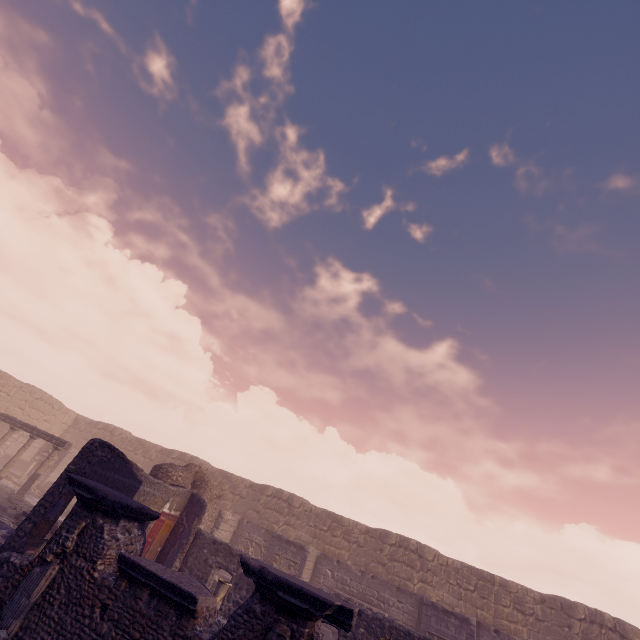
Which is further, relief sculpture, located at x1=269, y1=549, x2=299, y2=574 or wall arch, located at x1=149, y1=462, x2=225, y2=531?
relief sculpture, located at x1=269, y1=549, x2=299, y2=574

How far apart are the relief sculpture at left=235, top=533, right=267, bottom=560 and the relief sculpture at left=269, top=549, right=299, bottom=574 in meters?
A: 1.8 m

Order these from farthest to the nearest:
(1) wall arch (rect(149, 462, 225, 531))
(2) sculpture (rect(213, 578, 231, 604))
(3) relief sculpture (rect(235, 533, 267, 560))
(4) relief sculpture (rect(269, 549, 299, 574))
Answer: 1. (3) relief sculpture (rect(235, 533, 267, 560))
2. (4) relief sculpture (rect(269, 549, 299, 574))
3. (1) wall arch (rect(149, 462, 225, 531))
4. (2) sculpture (rect(213, 578, 231, 604))

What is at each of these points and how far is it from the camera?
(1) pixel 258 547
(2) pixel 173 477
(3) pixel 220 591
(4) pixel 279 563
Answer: (1) relief sculpture, 16.4m
(2) wall arch, 13.1m
(3) sculpture, 8.1m
(4) relief sculpture, 14.4m

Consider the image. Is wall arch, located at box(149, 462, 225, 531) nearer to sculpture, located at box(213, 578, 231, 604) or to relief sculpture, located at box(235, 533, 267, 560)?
relief sculpture, located at box(235, 533, 267, 560)

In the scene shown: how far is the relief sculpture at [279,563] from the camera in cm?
1417

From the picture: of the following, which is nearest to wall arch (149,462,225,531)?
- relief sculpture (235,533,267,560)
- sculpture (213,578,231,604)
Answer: relief sculpture (235,533,267,560)

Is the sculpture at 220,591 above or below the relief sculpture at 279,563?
below
